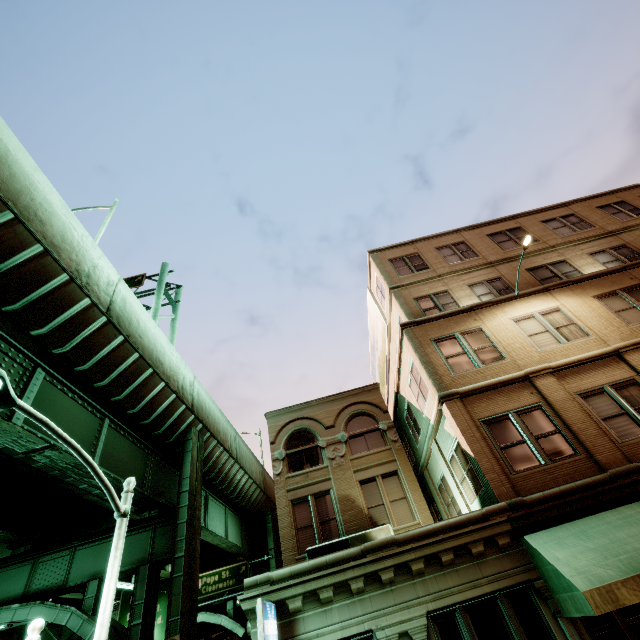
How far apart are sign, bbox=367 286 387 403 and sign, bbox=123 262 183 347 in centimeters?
1289cm

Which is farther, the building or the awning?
the building

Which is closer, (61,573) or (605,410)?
(605,410)

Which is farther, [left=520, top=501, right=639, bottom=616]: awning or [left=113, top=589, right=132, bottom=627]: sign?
[left=113, top=589, right=132, bottom=627]: sign

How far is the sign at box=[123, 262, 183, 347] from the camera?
19.8m

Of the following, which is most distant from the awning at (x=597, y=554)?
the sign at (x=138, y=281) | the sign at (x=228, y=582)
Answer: the sign at (x=228, y=582)

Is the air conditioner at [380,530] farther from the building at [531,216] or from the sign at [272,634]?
the sign at [272,634]
